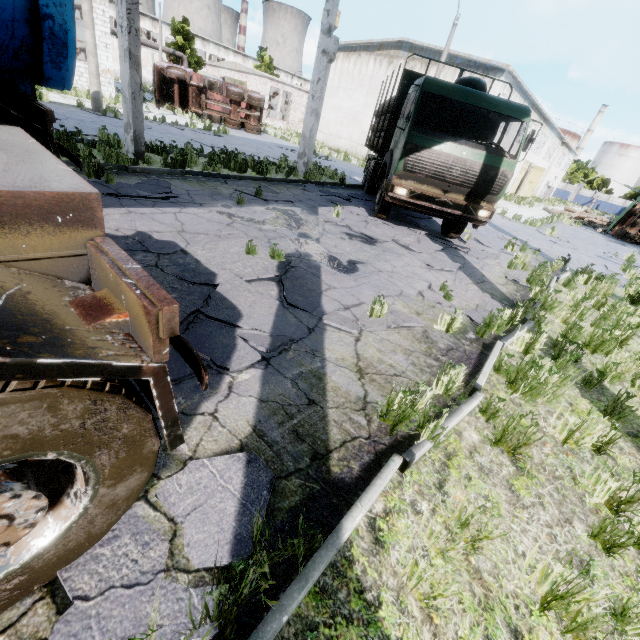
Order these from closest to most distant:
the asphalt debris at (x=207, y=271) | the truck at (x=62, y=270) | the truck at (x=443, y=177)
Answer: the truck at (x=62, y=270)
the asphalt debris at (x=207, y=271)
the truck at (x=443, y=177)

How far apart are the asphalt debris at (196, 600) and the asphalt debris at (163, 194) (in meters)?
6.16

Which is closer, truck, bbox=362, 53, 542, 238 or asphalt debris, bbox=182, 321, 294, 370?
asphalt debris, bbox=182, 321, 294, 370

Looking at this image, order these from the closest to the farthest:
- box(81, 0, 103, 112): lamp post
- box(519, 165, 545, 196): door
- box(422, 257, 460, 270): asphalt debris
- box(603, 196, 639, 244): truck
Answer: box(422, 257, 460, 270): asphalt debris
box(81, 0, 103, 112): lamp post
box(603, 196, 639, 244): truck
box(519, 165, 545, 196): door

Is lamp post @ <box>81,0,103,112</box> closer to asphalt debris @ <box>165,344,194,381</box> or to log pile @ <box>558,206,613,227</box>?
asphalt debris @ <box>165,344,194,381</box>

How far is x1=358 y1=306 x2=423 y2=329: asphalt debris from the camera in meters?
4.4

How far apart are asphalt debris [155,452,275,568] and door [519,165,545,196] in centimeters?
5045cm

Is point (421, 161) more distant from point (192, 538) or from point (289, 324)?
point (192, 538)
